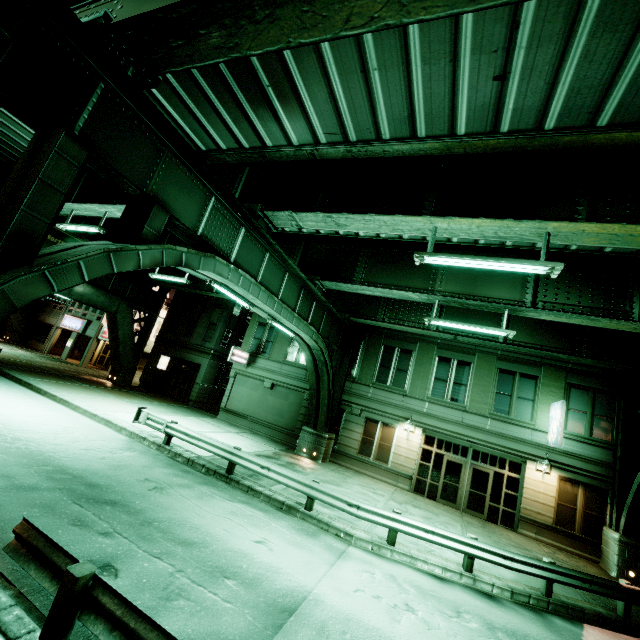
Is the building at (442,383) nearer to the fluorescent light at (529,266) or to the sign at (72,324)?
the fluorescent light at (529,266)

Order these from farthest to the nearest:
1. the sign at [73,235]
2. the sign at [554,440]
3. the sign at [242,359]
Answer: the sign at [242,359] < the sign at [73,235] < the sign at [554,440]

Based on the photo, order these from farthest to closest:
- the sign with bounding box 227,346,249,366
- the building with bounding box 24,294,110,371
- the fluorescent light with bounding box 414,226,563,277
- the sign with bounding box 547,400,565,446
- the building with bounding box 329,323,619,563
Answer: the building with bounding box 24,294,110,371, the sign with bounding box 227,346,249,366, the building with bounding box 329,323,619,563, the sign with bounding box 547,400,565,446, the fluorescent light with bounding box 414,226,563,277

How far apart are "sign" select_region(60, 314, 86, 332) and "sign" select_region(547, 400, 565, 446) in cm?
4012

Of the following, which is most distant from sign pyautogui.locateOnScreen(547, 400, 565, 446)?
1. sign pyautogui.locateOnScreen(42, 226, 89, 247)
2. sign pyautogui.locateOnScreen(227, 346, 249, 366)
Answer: sign pyautogui.locateOnScreen(42, 226, 89, 247)

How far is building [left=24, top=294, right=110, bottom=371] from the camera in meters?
33.0

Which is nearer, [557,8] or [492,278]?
[557,8]

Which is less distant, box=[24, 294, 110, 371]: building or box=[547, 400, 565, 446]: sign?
box=[547, 400, 565, 446]: sign
